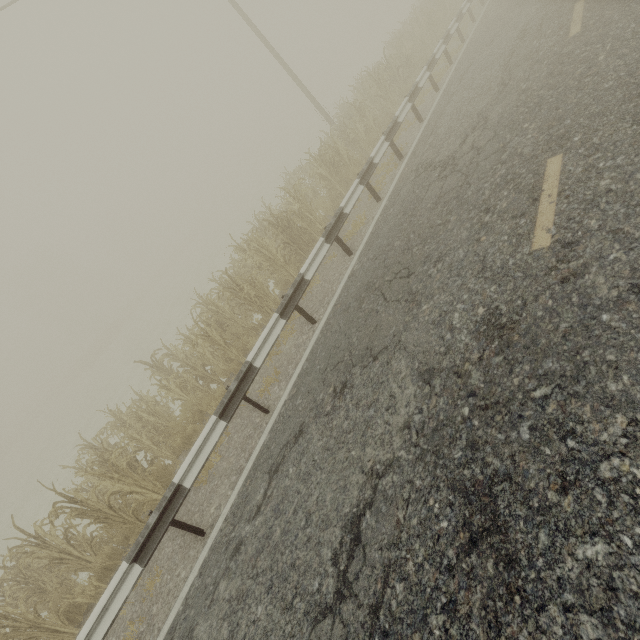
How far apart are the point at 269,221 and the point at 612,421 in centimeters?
799cm

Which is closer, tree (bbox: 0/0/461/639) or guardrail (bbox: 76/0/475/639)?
guardrail (bbox: 76/0/475/639)

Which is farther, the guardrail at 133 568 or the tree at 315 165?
the tree at 315 165
